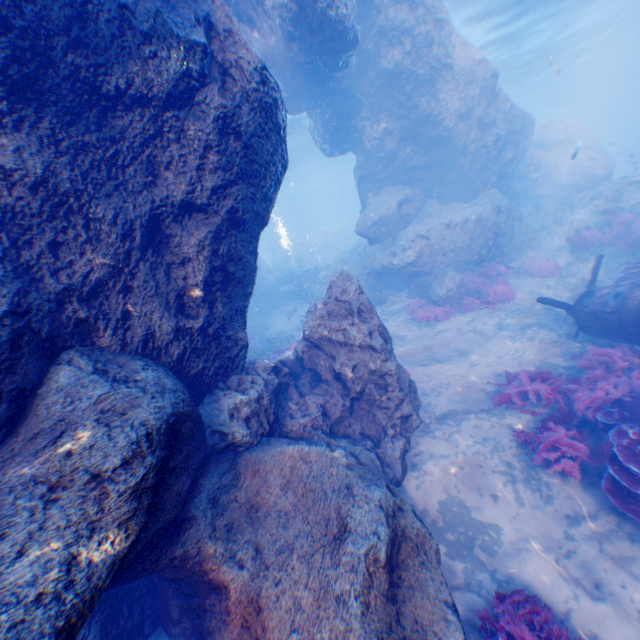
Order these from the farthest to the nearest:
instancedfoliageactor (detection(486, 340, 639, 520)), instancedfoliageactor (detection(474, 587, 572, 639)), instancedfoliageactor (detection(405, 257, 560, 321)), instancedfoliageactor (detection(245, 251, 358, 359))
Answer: instancedfoliageactor (detection(245, 251, 358, 359)), instancedfoliageactor (detection(405, 257, 560, 321)), instancedfoliageactor (detection(486, 340, 639, 520)), instancedfoliageactor (detection(474, 587, 572, 639))

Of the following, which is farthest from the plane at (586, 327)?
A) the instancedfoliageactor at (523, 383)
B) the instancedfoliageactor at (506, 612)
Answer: the instancedfoliageactor at (506, 612)

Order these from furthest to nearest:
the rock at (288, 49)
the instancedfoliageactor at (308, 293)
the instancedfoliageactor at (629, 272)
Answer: the instancedfoliageactor at (308, 293) < the instancedfoliageactor at (629, 272) < the rock at (288, 49)

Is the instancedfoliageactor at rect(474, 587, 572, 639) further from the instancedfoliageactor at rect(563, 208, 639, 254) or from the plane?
the instancedfoliageactor at rect(563, 208, 639, 254)

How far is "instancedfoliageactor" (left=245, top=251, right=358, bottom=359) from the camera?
15.4m

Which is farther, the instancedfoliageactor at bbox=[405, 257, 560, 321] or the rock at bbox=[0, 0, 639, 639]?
the instancedfoliageactor at bbox=[405, 257, 560, 321]

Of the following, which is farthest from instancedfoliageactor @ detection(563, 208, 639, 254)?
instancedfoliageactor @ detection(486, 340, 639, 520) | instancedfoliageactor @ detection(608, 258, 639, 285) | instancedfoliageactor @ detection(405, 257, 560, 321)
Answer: instancedfoliageactor @ detection(486, 340, 639, 520)

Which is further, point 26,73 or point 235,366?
point 235,366
